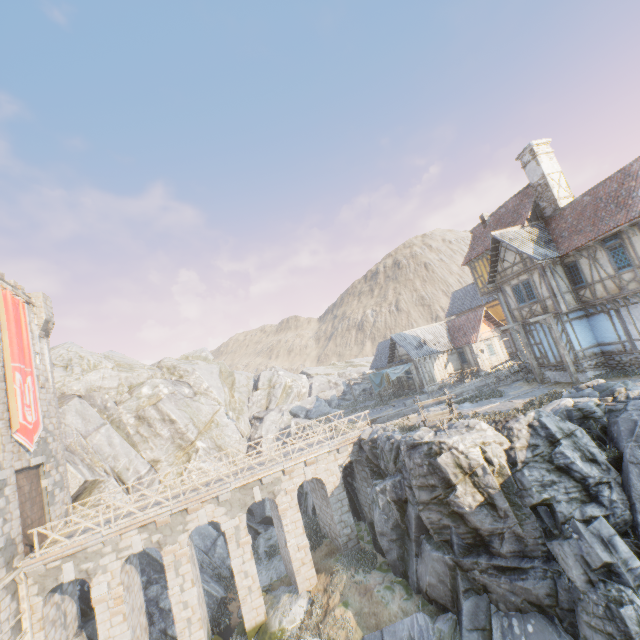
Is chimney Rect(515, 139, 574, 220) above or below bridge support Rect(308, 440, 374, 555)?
above

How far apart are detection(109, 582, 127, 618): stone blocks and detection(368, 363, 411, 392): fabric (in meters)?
22.83

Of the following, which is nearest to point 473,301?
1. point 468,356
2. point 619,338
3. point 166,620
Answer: point 468,356

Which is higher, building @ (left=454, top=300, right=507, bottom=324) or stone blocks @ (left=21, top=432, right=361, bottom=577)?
building @ (left=454, top=300, right=507, bottom=324)

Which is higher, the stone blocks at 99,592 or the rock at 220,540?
the stone blocks at 99,592

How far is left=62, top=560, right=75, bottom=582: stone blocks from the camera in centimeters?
1448cm

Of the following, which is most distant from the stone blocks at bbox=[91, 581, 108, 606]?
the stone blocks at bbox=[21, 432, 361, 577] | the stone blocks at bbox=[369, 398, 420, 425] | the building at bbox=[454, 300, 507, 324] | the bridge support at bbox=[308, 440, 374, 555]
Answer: the building at bbox=[454, 300, 507, 324]

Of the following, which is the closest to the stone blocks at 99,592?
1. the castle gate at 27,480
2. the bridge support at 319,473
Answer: the castle gate at 27,480
